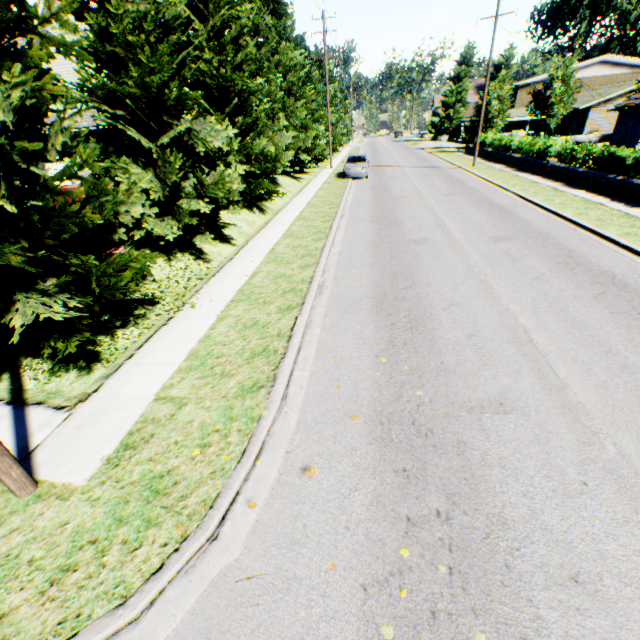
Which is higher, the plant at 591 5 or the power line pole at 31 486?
the plant at 591 5

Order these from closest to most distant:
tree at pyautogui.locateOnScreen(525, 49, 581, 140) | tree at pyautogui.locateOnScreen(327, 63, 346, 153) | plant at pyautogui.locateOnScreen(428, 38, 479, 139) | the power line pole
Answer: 1. the power line pole
2. tree at pyautogui.locateOnScreen(525, 49, 581, 140)
3. tree at pyautogui.locateOnScreen(327, 63, 346, 153)
4. plant at pyautogui.locateOnScreen(428, 38, 479, 139)

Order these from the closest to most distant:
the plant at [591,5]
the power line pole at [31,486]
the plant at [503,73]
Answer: the power line pole at [31,486] < the plant at [503,73] < the plant at [591,5]

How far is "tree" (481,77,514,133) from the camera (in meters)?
32.38

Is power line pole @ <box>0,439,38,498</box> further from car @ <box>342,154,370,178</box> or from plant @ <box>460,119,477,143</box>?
plant @ <box>460,119,477,143</box>

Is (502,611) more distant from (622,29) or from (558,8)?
(558,8)

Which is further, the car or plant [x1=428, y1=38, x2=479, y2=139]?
plant [x1=428, y1=38, x2=479, y2=139]

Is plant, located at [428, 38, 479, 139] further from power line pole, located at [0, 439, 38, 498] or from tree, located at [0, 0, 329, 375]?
power line pole, located at [0, 439, 38, 498]
